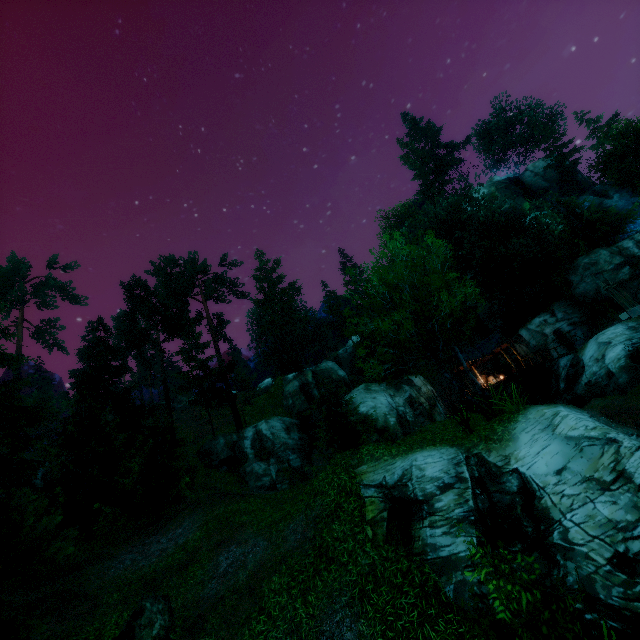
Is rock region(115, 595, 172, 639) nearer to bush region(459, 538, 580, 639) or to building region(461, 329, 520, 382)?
bush region(459, 538, 580, 639)

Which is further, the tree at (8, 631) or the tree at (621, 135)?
the tree at (621, 135)

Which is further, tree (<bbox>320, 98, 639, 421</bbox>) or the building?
the building

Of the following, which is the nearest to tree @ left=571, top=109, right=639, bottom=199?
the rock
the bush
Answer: the rock

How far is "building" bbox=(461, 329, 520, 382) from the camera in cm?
3156

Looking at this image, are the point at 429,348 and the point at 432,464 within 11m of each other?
yes

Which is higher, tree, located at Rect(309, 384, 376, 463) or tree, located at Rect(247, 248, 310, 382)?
tree, located at Rect(247, 248, 310, 382)

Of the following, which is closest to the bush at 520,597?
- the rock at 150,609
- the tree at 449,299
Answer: the tree at 449,299
